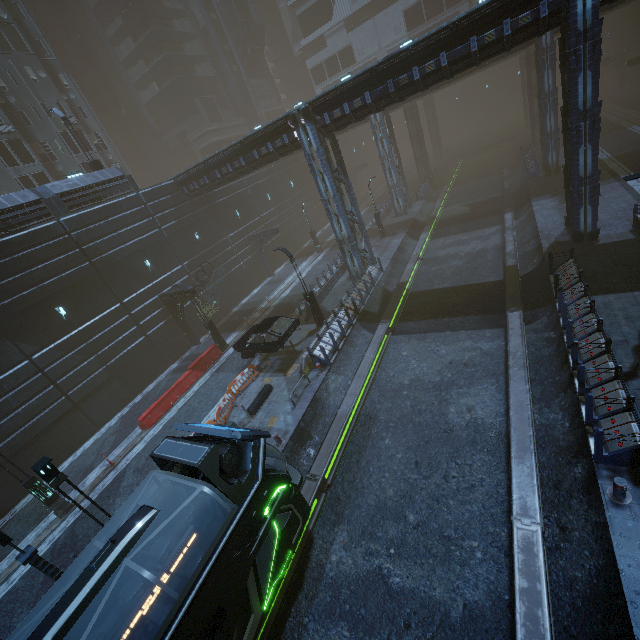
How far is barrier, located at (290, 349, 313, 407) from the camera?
15.1 meters

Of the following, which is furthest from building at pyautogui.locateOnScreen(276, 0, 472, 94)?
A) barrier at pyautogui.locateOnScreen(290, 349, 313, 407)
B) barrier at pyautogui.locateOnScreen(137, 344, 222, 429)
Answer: barrier at pyautogui.locateOnScreen(137, 344, 222, 429)

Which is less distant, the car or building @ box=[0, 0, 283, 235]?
the car

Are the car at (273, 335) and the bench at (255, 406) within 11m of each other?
yes

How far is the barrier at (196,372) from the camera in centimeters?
1838cm

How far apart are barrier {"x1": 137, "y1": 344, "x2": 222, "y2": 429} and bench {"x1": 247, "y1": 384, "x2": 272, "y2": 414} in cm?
662

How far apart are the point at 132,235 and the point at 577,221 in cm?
2810

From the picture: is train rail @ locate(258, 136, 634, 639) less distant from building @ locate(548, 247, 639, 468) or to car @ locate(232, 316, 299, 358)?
building @ locate(548, 247, 639, 468)
